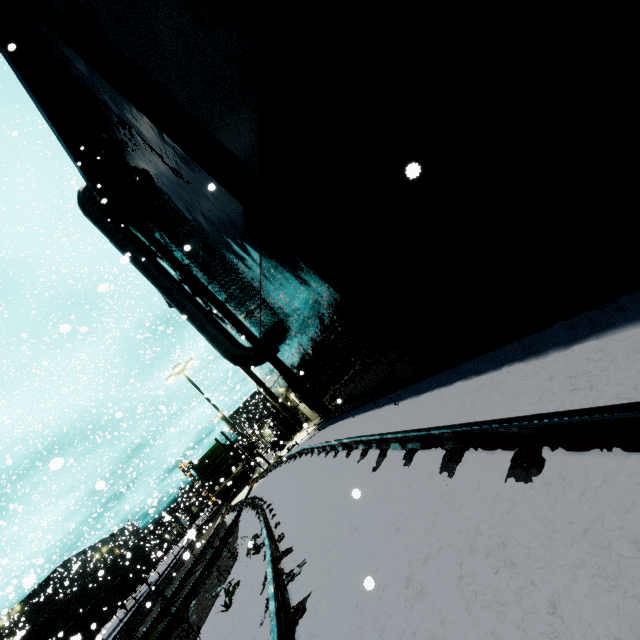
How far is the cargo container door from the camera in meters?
24.6 m

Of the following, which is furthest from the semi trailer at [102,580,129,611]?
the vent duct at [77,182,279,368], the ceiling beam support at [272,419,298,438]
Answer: the ceiling beam support at [272,419,298,438]

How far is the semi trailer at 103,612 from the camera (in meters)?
19.94

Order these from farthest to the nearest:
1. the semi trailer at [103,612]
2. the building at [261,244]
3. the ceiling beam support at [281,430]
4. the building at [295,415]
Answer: the ceiling beam support at [281,430] → the semi trailer at [103,612] → the building at [295,415] → the building at [261,244]

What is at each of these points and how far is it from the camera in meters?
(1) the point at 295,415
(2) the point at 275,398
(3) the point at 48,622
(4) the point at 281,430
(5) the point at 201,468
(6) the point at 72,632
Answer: (1) building, 24.5 m
(2) building, 24.7 m
(3) semi trailer, 18.0 m
(4) ceiling beam support, 30.6 m
(5) cargo container door, 24.9 m
(6) semi trailer, 18.6 m

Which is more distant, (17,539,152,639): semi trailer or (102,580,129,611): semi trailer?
(102,580,129,611): semi trailer

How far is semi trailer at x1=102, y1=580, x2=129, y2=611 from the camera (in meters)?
22.48

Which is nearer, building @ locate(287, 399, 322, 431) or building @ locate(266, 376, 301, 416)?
building @ locate(287, 399, 322, 431)
